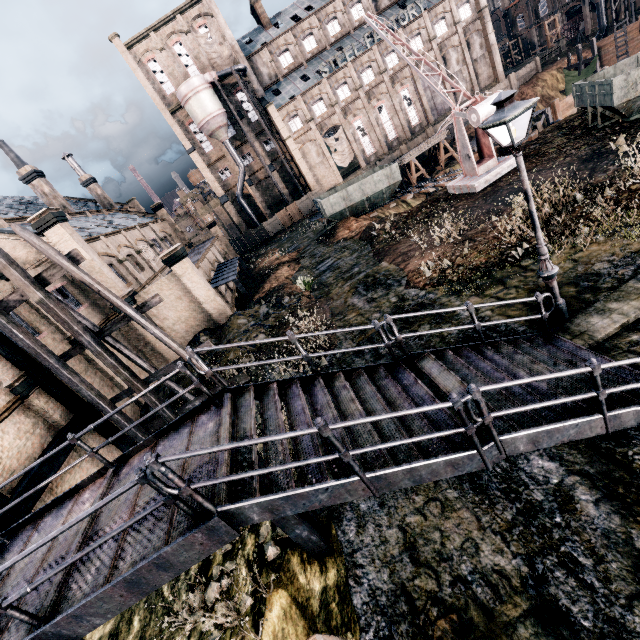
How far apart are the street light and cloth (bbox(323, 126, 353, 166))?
50.6m

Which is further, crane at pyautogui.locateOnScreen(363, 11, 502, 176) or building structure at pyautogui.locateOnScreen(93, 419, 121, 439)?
crane at pyautogui.locateOnScreen(363, 11, 502, 176)

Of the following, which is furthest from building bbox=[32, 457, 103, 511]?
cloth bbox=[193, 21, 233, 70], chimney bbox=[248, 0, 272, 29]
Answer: chimney bbox=[248, 0, 272, 29]

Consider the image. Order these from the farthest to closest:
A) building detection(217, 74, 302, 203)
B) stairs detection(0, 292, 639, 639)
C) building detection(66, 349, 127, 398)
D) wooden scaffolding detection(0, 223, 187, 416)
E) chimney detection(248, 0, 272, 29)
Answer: building detection(217, 74, 302, 203) < chimney detection(248, 0, 272, 29) < building detection(66, 349, 127, 398) < wooden scaffolding detection(0, 223, 187, 416) < stairs detection(0, 292, 639, 639)

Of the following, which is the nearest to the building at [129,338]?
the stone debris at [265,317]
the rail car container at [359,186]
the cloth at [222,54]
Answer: the stone debris at [265,317]

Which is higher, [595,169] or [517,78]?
[595,169]

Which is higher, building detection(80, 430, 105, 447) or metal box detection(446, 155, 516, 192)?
building detection(80, 430, 105, 447)

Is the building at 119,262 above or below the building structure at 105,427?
above
